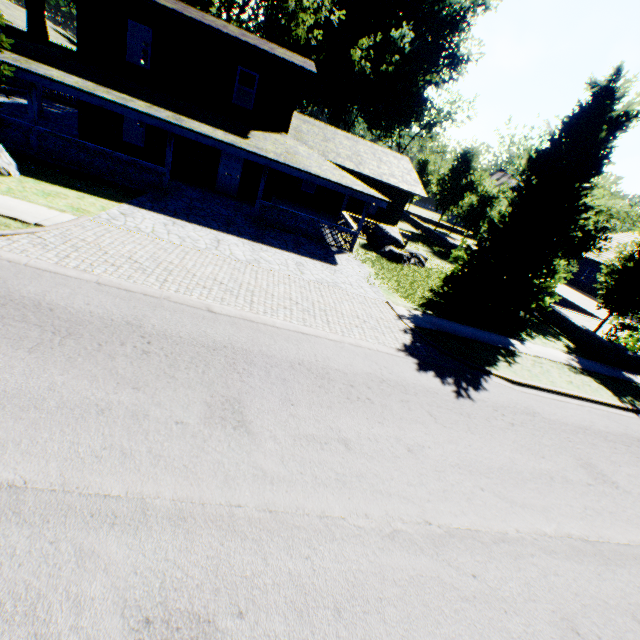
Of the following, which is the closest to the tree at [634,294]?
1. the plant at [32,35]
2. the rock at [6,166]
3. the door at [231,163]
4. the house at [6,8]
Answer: the plant at [32,35]

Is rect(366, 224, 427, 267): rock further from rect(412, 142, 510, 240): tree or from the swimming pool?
the swimming pool

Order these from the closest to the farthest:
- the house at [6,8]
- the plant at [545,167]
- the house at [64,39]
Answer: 1. the plant at [545,167]
2. the house at [6,8]
3. the house at [64,39]

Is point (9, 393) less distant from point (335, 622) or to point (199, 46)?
point (335, 622)

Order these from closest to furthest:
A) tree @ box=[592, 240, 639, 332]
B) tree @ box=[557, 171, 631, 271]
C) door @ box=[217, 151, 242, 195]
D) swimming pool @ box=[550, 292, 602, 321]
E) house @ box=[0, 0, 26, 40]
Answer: tree @ box=[592, 240, 639, 332], tree @ box=[557, 171, 631, 271], door @ box=[217, 151, 242, 195], swimming pool @ box=[550, 292, 602, 321], house @ box=[0, 0, 26, 40]

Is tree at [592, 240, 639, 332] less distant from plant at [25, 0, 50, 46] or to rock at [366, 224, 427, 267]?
plant at [25, 0, 50, 46]

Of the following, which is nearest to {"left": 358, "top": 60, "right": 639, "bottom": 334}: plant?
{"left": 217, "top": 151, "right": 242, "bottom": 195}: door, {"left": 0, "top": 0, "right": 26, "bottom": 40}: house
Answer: {"left": 0, "top": 0, "right": 26, "bottom": 40}: house

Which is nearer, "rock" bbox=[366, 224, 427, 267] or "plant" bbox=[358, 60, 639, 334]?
"plant" bbox=[358, 60, 639, 334]
